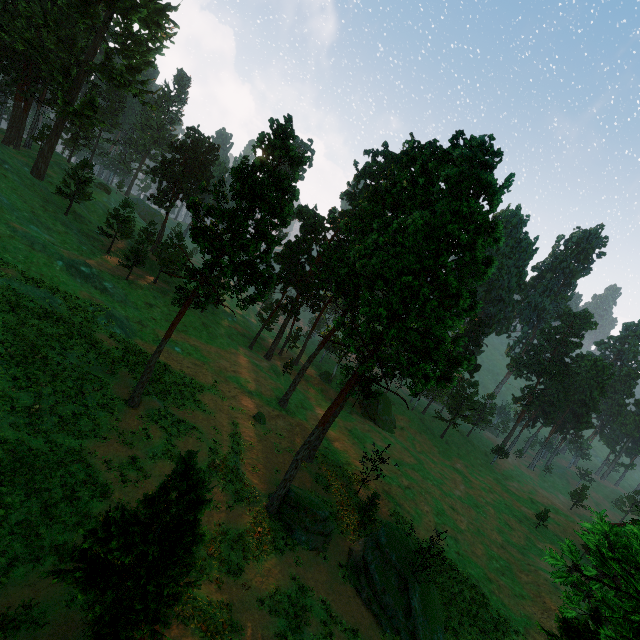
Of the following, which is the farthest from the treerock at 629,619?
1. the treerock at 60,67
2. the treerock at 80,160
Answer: the treerock at 60,67

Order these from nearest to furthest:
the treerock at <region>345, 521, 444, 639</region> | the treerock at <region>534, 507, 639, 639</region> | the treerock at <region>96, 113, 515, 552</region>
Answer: the treerock at <region>534, 507, 639, 639</region> → the treerock at <region>96, 113, 515, 552</region> → the treerock at <region>345, 521, 444, 639</region>

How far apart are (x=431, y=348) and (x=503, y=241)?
8.64m

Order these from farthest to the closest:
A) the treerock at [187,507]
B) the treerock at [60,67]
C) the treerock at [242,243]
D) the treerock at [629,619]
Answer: the treerock at [60,67], the treerock at [242,243], the treerock at [187,507], the treerock at [629,619]

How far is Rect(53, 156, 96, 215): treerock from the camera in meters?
45.3 m

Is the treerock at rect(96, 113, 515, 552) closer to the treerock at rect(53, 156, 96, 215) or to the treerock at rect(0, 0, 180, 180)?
the treerock at rect(53, 156, 96, 215)

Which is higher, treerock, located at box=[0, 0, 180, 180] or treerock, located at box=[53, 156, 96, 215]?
treerock, located at box=[0, 0, 180, 180]
